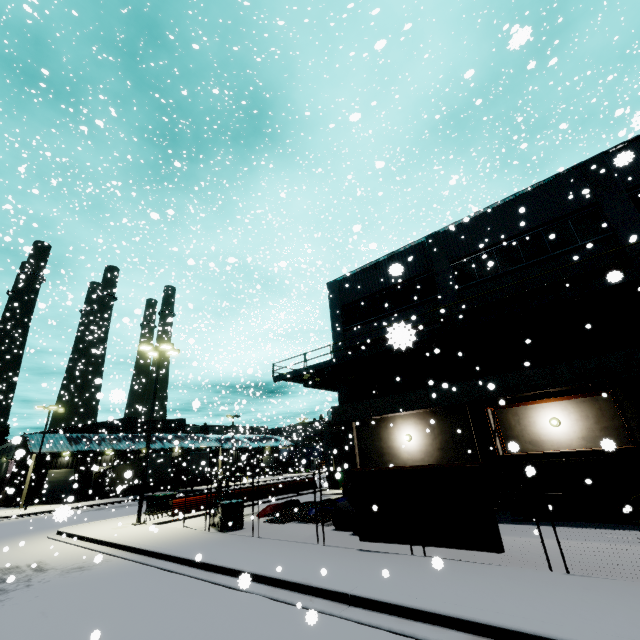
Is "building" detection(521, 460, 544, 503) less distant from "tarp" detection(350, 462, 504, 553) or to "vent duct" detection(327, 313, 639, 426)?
"vent duct" detection(327, 313, 639, 426)

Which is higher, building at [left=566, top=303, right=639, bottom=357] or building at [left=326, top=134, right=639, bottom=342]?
building at [left=326, top=134, right=639, bottom=342]

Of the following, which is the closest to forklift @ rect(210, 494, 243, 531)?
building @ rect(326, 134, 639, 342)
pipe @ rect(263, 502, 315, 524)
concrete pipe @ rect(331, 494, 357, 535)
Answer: pipe @ rect(263, 502, 315, 524)

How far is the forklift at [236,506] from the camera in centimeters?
1427cm

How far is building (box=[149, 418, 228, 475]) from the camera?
44.30m

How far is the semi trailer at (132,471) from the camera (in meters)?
34.27

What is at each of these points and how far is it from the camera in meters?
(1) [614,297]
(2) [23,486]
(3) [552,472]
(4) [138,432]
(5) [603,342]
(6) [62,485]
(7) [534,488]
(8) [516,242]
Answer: (1) balcony, 13.4 m
(2) building, 22.9 m
(3) building, 13.7 m
(4) building, 49.2 m
(5) building, 13.7 m
(6) roll-up door, 40.8 m
(7) building, 13.9 m
(8) building, 17.1 m

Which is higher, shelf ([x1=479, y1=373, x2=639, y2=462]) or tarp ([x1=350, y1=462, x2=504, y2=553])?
shelf ([x1=479, y1=373, x2=639, y2=462])
